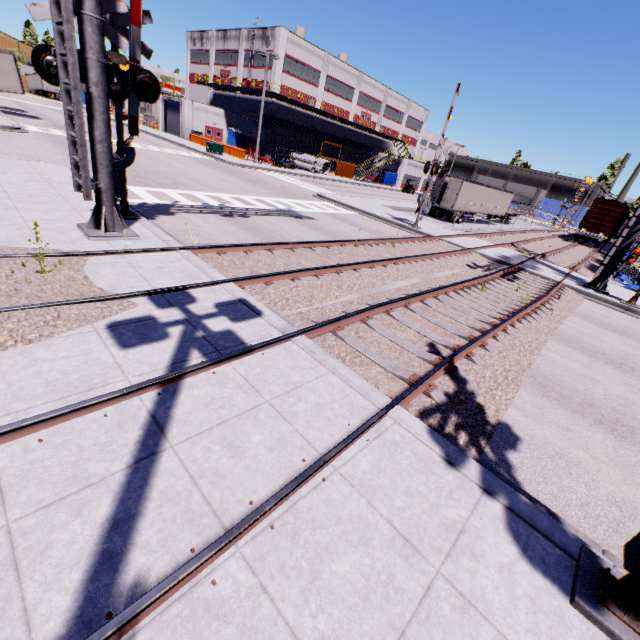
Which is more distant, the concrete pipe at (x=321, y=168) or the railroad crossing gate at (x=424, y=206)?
the concrete pipe at (x=321, y=168)

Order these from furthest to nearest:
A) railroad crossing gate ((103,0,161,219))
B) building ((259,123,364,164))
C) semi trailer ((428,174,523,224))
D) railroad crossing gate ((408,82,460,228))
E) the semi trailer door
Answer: building ((259,123,364,164)) < semi trailer ((428,174,523,224)) < the semi trailer door < railroad crossing gate ((408,82,460,228)) < railroad crossing gate ((103,0,161,219))

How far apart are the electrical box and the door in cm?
1419

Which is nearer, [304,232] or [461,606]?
[461,606]

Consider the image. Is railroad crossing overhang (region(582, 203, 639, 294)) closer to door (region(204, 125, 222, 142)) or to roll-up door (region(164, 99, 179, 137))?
door (region(204, 125, 222, 142))

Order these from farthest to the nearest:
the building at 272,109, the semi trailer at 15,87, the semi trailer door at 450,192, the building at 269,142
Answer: the building at 269,142
the building at 272,109
the semi trailer door at 450,192
the semi trailer at 15,87

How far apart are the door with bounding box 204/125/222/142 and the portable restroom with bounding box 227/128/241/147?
0.8m

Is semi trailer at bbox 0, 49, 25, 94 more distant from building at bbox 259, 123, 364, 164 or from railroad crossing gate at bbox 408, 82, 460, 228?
railroad crossing gate at bbox 408, 82, 460, 228
